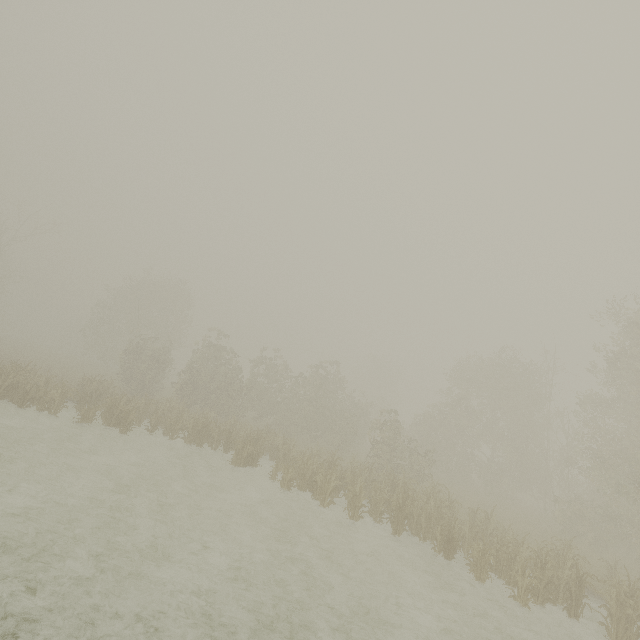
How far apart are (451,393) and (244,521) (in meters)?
24.48
